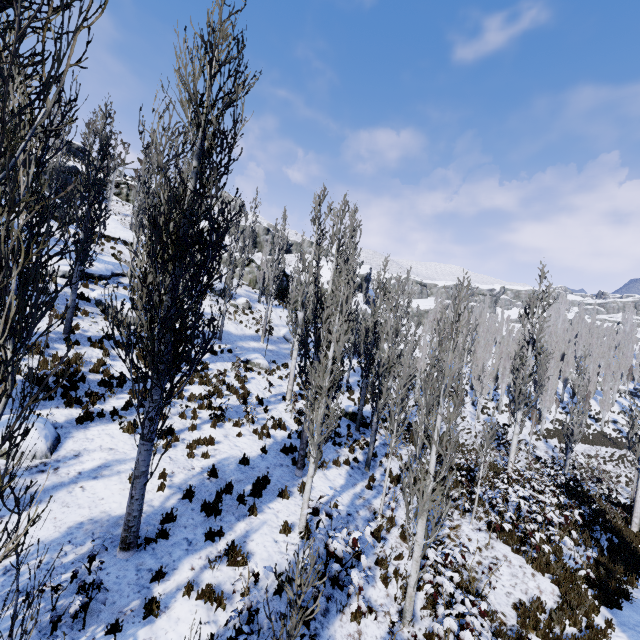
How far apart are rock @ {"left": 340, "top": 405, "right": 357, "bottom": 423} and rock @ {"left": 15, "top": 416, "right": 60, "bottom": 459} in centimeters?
1314cm

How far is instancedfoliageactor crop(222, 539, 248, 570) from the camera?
6.81m

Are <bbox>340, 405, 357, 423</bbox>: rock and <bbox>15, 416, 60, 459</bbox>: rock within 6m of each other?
no

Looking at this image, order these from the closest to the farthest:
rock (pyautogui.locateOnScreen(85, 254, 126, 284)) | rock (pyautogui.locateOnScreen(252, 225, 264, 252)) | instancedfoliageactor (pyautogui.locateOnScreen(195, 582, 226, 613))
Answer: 1. instancedfoliageactor (pyautogui.locateOnScreen(195, 582, 226, 613))
2. rock (pyautogui.locateOnScreen(85, 254, 126, 284))
3. rock (pyautogui.locateOnScreen(252, 225, 264, 252))

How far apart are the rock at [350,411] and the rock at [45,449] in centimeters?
1314cm

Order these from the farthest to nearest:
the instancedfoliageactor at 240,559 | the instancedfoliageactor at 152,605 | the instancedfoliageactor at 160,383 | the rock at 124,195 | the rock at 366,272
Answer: the rock at 124,195 → the rock at 366,272 → the instancedfoliageactor at 240,559 → the instancedfoliageactor at 152,605 → the instancedfoliageactor at 160,383

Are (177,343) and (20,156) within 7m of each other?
yes

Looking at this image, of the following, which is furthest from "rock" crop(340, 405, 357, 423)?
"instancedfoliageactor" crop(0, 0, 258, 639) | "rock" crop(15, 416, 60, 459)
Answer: "rock" crop(15, 416, 60, 459)
